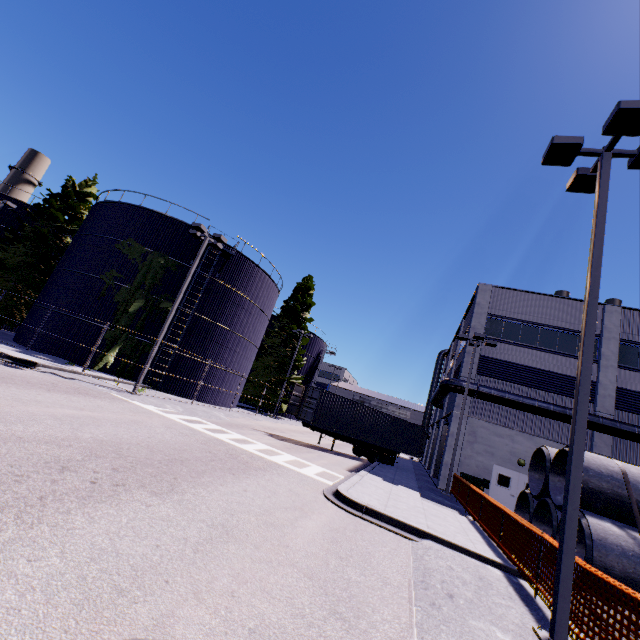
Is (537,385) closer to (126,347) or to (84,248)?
(126,347)

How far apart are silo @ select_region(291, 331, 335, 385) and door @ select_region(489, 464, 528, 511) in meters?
27.0 m

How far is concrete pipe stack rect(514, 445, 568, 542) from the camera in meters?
10.7 m

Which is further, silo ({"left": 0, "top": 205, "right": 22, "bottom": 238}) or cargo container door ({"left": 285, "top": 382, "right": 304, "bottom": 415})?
silo ({"left": 0, "top": 205, "right": 22, "bottom": 238})

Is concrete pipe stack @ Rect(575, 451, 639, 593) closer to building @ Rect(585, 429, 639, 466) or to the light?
building @ Rect(585, 429, 639, 466)

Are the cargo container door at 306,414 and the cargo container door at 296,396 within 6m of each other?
yes

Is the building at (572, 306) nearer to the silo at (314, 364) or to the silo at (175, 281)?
the silo at (175, 281)

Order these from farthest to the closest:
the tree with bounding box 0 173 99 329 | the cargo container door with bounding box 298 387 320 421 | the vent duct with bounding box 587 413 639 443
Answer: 1. the tree with bounding box 0 173 99 329
2. the cargo container door with bounding box 298 387 320 421
3. the vent duct with bounding box 587 413 639 443
